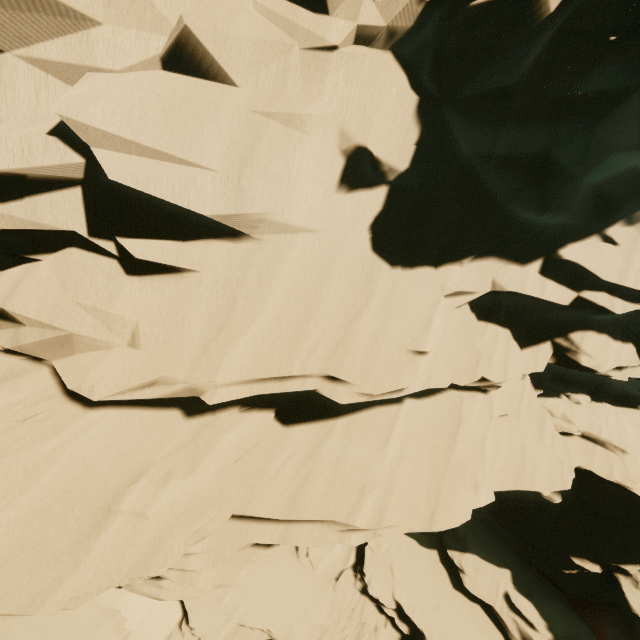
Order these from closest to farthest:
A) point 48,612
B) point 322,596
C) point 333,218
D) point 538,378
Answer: point 48,612, point 333,218, point 538,378, point 322,596
